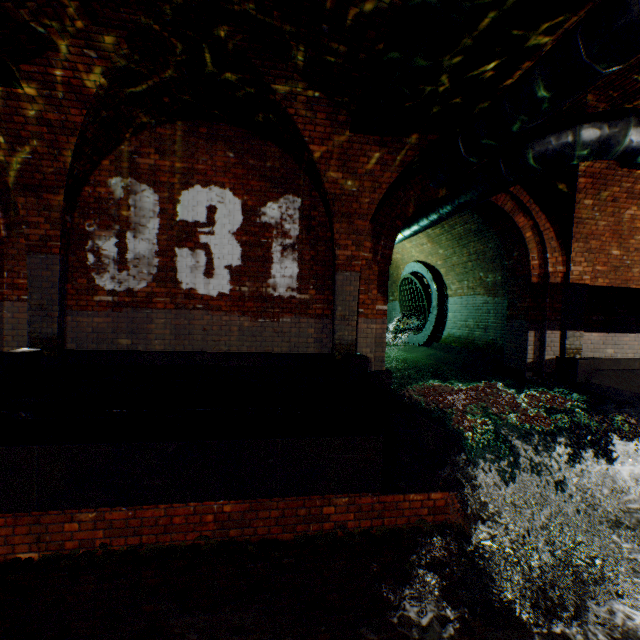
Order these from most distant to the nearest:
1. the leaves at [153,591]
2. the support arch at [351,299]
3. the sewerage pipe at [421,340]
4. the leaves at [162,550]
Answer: the sewerage pipe at [421,340], the support arch at [351,299], the leaves at [162,550], the leaves at [153,591]

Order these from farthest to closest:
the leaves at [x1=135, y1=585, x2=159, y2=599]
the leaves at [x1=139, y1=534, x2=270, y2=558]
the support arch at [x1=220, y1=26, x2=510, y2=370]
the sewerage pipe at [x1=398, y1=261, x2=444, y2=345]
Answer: the sewerage pipe at [x1=398, y1=261, x2=444, y2=345], the support arch at [x1=220, y1=26, x2=510, y2=370], the leaves at [x1=139, y1=534, x2=270, y2=558], the leaves at [x1=135, y1=585, x2=159, y2=599]

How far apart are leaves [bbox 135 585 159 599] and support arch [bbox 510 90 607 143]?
7.8 meters

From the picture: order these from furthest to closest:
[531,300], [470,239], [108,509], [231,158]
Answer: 1. [470,239]
2. [531,300]
3. [231,158]
4. [108,509]

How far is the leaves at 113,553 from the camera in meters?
3.4

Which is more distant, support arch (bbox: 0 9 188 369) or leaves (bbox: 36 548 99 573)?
support arch (bbox: 0 9 188 369)

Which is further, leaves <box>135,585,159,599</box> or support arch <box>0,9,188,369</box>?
support arch <box>0,9,188,369</box>

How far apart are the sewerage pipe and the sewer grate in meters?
0.0
